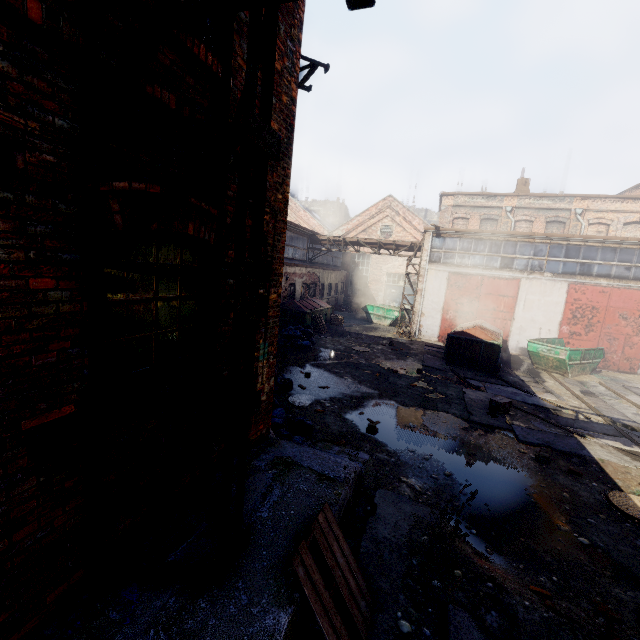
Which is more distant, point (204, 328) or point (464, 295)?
point (464, 295)

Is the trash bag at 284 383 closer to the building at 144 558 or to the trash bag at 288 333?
the building at 144 558

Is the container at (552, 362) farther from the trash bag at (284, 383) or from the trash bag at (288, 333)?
the trash bag at (284, 383)

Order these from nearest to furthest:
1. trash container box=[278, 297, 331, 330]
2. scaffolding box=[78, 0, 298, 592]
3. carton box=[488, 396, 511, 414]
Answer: scaffolding box=[78, 0, 298, 592] → carton box=[488, 396, 511, 414] → trash container box=[278, 297, 331, 330]

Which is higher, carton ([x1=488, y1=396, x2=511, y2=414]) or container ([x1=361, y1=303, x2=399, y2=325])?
container ([x1=361, y1=303, x2=399, y2=325])

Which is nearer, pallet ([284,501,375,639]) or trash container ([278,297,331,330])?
pallet ([284,501,375,639])

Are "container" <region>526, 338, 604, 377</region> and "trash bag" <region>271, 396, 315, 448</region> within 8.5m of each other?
no

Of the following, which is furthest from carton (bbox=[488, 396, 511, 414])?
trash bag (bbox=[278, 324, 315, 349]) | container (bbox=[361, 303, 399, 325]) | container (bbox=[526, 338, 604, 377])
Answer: container (bbox=[361, 303, 399, 325])
